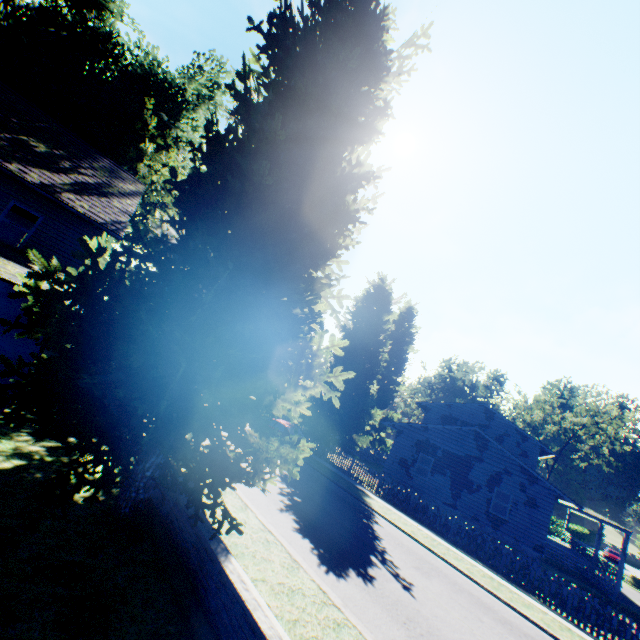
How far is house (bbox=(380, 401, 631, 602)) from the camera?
19.86m

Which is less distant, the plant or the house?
the plant

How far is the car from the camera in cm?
2102

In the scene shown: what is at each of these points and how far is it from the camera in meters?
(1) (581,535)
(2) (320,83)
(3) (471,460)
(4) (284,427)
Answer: (1) hedge, 58.9 m
(2) plant, 8.2 m
(3) house, 22.1 m
(4) car, 21.6 m

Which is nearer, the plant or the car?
the plant

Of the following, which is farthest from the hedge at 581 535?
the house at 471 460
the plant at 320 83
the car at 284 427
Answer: the car at 284 427

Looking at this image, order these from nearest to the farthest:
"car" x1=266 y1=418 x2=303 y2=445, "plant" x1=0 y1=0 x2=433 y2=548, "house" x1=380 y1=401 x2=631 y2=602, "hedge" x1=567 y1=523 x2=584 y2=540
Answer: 1. "plant" x1=0 y1=0 x2=433 y2=548
2. "house" x1=380 y1=401 x2=631 y2=602
3. "car" x1=266 y1=418 x2=303 y2=445
4. "hedge" x1=567 y1=523 x2=584 y2=540
